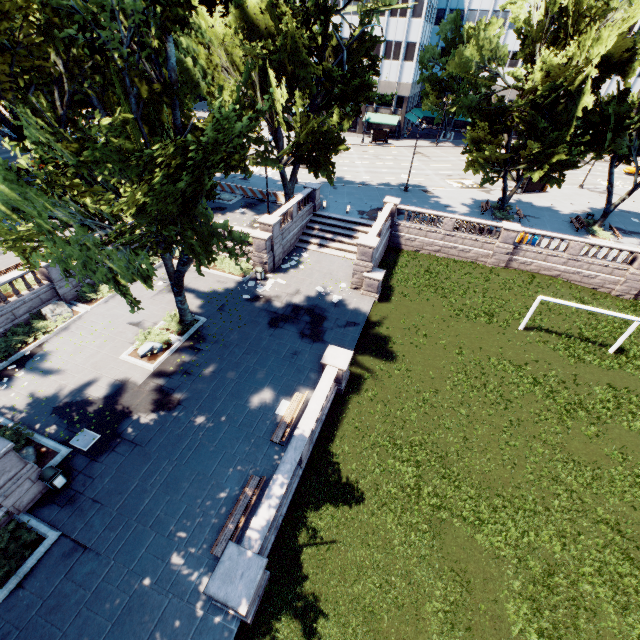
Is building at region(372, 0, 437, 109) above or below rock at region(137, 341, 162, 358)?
above

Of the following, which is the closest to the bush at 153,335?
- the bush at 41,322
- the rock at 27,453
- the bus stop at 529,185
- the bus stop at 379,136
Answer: the bush at 41,322

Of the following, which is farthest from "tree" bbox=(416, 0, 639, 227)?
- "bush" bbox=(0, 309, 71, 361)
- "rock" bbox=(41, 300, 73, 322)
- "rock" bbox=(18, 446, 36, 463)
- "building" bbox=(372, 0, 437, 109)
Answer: "rock" bbox=(41, 300, 73, 322)

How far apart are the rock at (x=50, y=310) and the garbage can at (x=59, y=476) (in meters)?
10.86

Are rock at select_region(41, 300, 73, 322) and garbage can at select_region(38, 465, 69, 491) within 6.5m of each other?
no

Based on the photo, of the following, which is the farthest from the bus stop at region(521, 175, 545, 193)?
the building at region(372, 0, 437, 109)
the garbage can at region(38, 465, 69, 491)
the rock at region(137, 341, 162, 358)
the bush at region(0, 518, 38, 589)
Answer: the bush at region(0, 518, 38, 589)

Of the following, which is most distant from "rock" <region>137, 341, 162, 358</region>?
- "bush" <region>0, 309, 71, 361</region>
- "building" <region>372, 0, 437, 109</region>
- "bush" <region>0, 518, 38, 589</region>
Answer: "building" <region>372, 0, 437, 109</region>

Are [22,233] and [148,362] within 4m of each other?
no
